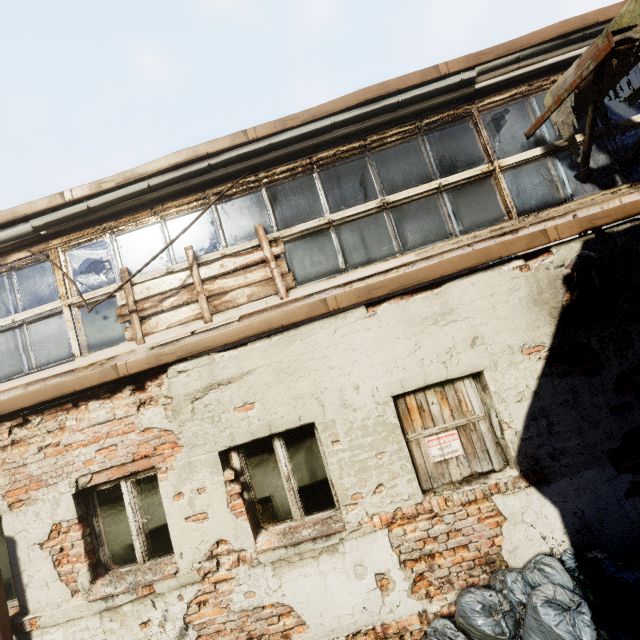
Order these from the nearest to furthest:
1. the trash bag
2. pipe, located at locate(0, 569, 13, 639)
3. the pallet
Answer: the trash bag < pipe, located at locate(0, 569, 13, 639) < the pallet

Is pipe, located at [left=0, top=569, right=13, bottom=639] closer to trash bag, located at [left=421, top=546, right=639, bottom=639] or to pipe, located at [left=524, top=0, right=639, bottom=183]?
trash bag, located at [left=421, top=546, right=639, bottom=639]

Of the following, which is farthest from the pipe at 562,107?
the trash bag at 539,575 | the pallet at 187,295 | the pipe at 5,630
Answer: the pipe at 5,630

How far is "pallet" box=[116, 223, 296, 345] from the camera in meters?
4.2 m

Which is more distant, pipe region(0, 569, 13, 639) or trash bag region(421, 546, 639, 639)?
pipe region(0, 569, 13, 639)

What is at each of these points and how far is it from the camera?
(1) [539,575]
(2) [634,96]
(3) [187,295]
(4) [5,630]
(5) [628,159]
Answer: (1) trash bag, 3.2m
(2) pipe, 4.0m
(3) pallet, 4.3m
(4) pipe, 3.5m
(5) pipe, 4.0m

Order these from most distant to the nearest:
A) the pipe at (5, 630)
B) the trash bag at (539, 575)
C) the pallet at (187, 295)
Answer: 1. the pallet at (187, 295)
2. the pipe at (5, 630)
3. the trash bag at (539, 575)

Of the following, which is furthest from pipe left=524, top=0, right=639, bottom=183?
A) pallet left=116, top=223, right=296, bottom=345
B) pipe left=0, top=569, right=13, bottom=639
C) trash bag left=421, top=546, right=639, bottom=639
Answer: pipe left=0, top=569, right=13, bottom=639
